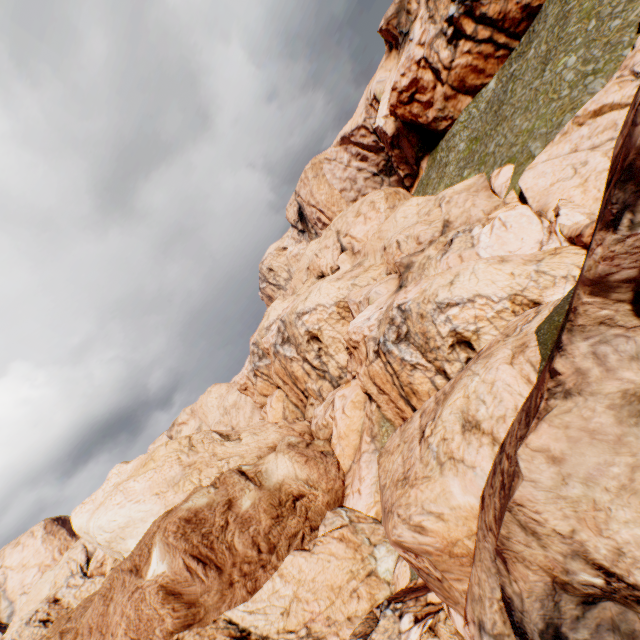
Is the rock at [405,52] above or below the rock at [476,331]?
above

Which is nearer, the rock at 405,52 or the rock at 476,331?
the rock at 476,331

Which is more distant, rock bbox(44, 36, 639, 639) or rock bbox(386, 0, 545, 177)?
rock bbox(386, 0, 545, 177)

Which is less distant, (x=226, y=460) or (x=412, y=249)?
(x=226, y=460)

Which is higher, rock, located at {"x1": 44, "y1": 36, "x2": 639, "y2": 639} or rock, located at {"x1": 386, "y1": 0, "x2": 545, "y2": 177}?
rock, located at {"x1": 386, "y1": 0, "x2": 545, "y2": 177}
